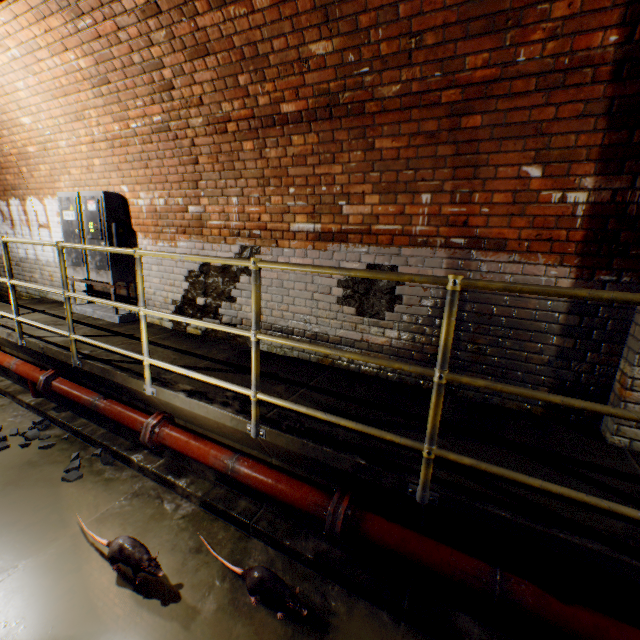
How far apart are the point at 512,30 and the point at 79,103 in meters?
4.9

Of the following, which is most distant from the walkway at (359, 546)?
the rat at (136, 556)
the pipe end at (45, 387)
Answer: the rat at (136, 556)

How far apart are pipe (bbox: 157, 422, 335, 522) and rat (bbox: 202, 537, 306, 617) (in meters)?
0.43

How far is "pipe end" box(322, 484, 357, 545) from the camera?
2.2m

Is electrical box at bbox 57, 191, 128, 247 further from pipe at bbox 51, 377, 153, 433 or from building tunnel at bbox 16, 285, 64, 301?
pipe at bbox 51, 377, 153, 433

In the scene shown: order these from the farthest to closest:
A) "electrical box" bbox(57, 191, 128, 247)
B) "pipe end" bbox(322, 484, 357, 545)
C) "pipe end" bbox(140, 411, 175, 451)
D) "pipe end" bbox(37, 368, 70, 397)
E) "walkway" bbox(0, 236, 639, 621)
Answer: "electrical box" bbox(57, 191, 128, 247) < "pipe end" bbox(37, 368, 70, 397) < "pipe end" bbox(140, 411, 175, 451) < "pipe end" bbox(322, 484, 357, 545) < "walkway" bbox(0, 236, 639, 621)

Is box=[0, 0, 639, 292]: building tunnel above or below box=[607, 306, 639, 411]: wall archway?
above

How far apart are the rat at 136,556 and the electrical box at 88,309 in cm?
293
